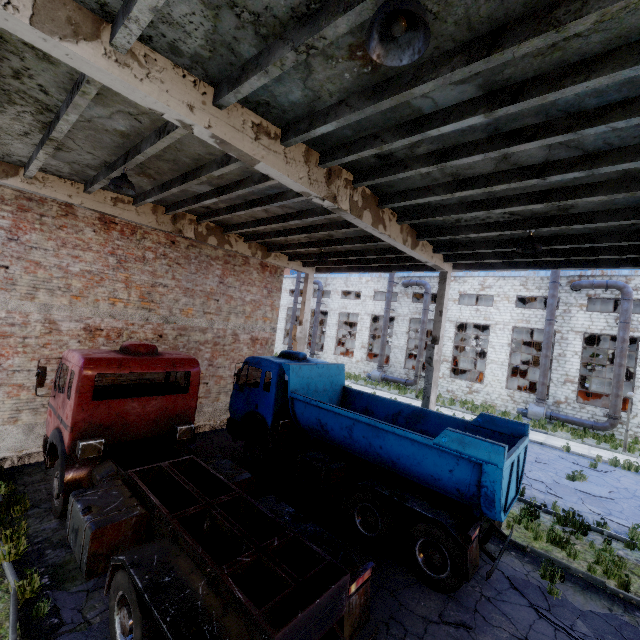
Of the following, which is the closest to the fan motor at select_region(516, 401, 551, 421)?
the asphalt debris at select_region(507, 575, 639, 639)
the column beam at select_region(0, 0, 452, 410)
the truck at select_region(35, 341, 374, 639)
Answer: the column beam at select_region(0, 0, 452, 410)

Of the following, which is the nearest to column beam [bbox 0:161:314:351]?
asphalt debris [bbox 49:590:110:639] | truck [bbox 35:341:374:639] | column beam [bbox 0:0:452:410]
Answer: truck [bbox 35:341:374:639]

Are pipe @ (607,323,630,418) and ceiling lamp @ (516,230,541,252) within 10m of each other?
no

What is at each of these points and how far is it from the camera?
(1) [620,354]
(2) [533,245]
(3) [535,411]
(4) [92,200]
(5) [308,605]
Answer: (1) pipe, 20.84m
(2) ceiling lamp, 7.50m
(3) fan motor, 23.31m
(4) column beam, 9.33m
(5) truck, 3.90m

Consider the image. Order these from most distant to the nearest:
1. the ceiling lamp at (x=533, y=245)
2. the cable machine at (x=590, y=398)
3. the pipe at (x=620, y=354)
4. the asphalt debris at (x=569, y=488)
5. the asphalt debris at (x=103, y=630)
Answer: the cable machine at (x=590, y=398) < the pipe at (x=620, y=354) < the asphalt debris at (x=569, y=488) < the ceiling lamp at (x=533, y=245) < the asphalt debris at (x=103, y=630)

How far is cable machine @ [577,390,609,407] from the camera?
24.08m

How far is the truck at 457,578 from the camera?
6.31m

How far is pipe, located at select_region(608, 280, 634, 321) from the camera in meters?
20.8 m
